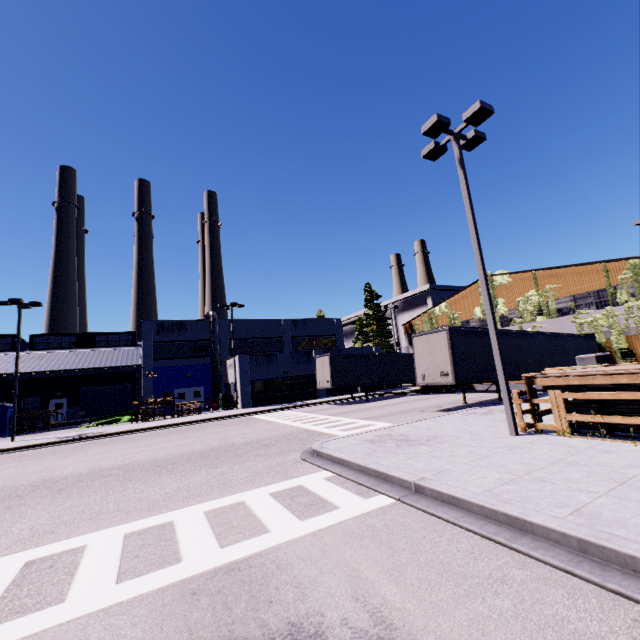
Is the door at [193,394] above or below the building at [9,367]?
below

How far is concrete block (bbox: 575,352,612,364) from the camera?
17.6m

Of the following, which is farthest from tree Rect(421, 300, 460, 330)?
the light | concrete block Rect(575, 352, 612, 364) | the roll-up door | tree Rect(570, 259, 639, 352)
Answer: the roll-up door

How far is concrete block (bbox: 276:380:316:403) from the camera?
30.5 meters

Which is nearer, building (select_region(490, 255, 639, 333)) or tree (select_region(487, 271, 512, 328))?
building (select_region(490, 255, 639, 333))

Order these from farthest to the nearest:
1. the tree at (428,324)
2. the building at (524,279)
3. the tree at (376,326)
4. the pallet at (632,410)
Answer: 1. the tree at (376,326)
2. the tree at (428,324)
3. the building at (524,279)
4. the pallet at (632,410)

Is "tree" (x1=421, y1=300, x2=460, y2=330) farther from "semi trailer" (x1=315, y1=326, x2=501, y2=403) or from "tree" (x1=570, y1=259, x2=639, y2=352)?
"tree" (x1=570, y1=259, x2=639, y2=352)

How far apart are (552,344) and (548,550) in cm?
1982
